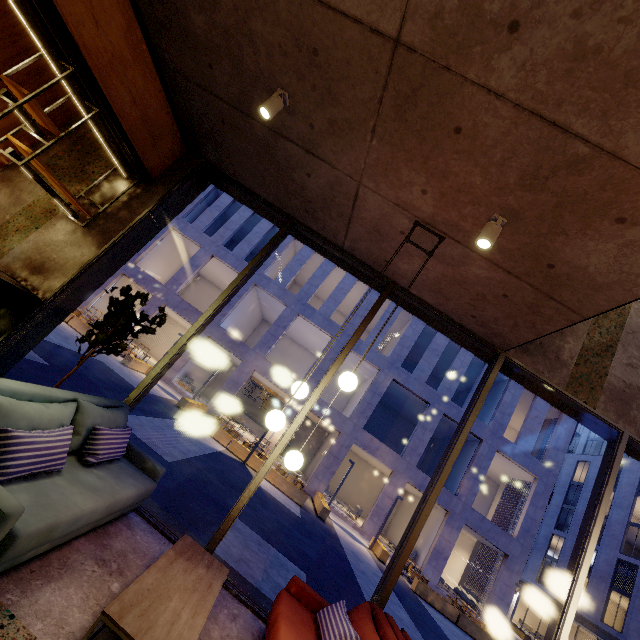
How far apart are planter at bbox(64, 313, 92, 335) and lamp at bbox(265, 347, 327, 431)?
15.5 meters

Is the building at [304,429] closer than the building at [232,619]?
No

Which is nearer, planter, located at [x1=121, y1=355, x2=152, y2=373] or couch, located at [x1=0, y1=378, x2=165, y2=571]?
couch, located at [x1=0, y1=378, x2=165, y2=571]

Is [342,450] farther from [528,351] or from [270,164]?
[270,164]

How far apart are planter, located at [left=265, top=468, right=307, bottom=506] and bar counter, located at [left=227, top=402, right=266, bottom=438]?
11.6m

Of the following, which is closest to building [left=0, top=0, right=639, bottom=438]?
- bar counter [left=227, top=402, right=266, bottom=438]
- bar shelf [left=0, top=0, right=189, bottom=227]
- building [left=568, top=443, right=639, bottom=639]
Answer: bar shelf [left=0, top=0, right=189, bottom=227]

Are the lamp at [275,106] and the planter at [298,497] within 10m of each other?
no

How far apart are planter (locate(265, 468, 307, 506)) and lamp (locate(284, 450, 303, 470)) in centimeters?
1207cm
